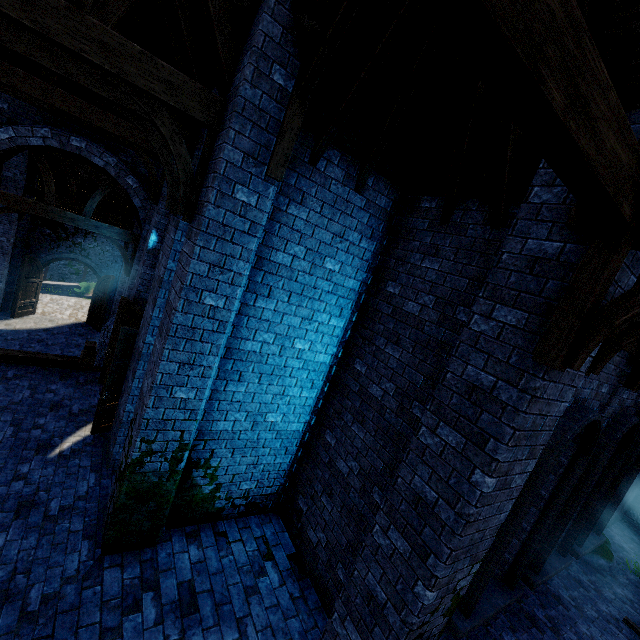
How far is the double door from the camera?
16.88m

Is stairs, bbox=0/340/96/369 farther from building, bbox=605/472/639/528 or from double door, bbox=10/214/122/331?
double door, bbox=10/214/122/331

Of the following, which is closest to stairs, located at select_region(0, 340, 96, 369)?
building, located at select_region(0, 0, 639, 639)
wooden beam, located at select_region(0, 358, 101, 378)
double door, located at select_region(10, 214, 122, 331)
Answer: wooden beam, located at select_region(0, 358, 101, 378)

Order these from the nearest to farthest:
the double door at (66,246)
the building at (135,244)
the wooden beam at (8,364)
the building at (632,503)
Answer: the building at (135,244) < the wooden beam at (8,364) < the building at (632,503) < the double door at (66,246)

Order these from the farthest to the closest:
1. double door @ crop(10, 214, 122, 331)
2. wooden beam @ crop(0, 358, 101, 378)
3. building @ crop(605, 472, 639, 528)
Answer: double door @ crop(10, 214, 122, 331), building @ crop(605, 472, 639, 528), wooden beam @ crop(0, 358, 101, 378)

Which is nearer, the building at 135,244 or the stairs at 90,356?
the building at 135,244

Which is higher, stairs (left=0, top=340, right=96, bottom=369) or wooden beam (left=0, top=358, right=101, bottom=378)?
stairs (left=0, top=340, right=96, bottom=369)

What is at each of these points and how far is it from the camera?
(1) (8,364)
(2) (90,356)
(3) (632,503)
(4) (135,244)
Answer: (1) wooden beam, 8.52m
(2) stairs, 9.33m
(3) building, 13.05m
(4) building, 12.19m
